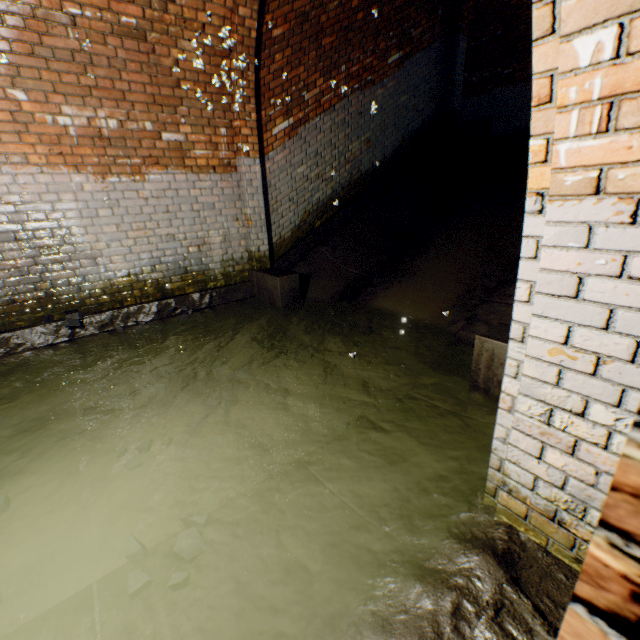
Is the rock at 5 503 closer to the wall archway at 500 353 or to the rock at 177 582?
the rock at 177 582

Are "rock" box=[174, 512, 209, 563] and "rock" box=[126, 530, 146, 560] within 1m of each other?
yes

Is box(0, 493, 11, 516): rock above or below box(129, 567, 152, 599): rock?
below

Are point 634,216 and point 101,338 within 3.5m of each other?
no

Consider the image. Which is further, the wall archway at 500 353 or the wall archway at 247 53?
the wall archway at 247 53

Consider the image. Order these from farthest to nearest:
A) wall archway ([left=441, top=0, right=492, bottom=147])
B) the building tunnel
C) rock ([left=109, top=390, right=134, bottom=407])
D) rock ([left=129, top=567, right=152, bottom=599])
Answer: wall archway ([left=441, top=0, right=492, bottom=147]) < rock ([left=109, top=390, right=134, bottom=407]) < rock ([left=129, top=567, right=152, bottom=599]) < the building tunnel

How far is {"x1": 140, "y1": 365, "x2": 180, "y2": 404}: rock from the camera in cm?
312

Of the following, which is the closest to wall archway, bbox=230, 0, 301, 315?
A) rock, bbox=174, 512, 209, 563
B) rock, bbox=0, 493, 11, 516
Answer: rock, bbox=174, 512, 209, 563
